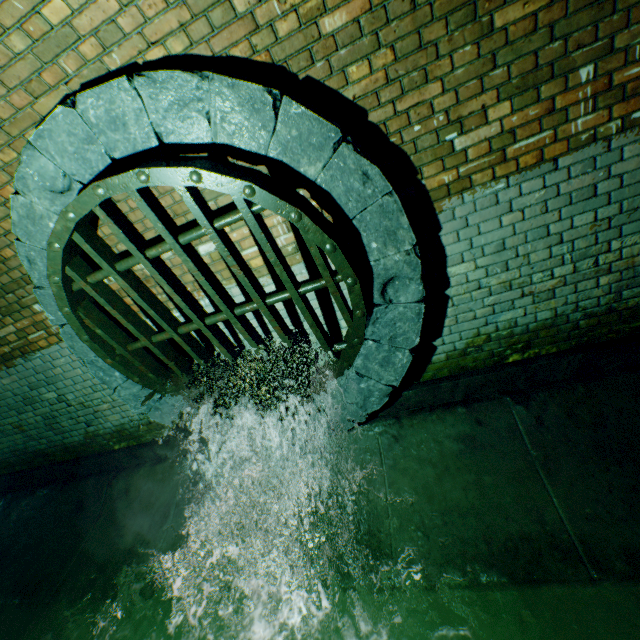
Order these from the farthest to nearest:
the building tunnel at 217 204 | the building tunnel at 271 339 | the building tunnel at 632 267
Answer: the building tunnel at 271 339, the building tunnel at 217 204, the building tunnel at 632 267

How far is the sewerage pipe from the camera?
1.9 meters

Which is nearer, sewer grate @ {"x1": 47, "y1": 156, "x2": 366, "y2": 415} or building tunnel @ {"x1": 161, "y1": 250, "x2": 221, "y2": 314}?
sewer grate @ {"x1": 47, "y1": 156, "x2": 366, "y2": 415}

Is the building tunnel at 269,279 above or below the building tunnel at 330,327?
above

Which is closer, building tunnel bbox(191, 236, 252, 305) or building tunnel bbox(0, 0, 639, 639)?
building tunnel bbox(0, 0, 639, 639)

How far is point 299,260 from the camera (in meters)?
2.79

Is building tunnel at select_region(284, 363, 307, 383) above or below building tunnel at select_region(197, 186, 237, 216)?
below
